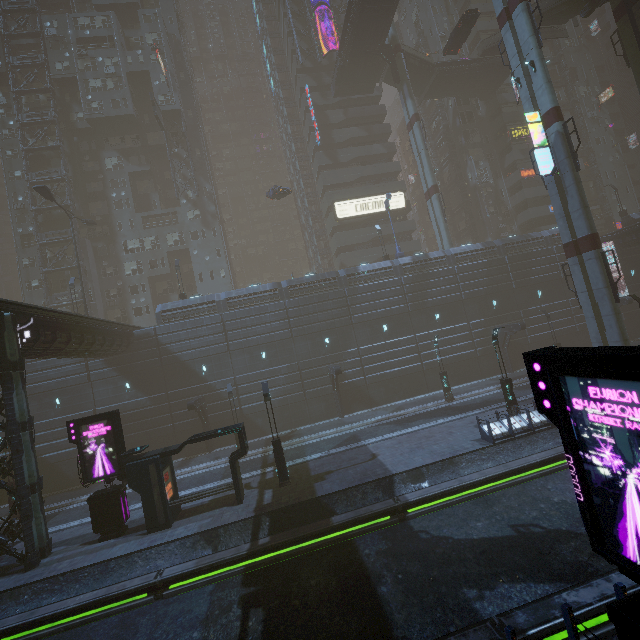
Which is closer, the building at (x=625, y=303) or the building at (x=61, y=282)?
the building at (x=625, y=303)

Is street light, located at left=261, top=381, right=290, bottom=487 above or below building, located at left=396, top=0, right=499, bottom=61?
below

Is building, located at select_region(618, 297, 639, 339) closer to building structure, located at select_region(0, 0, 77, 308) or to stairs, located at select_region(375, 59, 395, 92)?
building structure, located at select_region(0, 0, 77, 308)

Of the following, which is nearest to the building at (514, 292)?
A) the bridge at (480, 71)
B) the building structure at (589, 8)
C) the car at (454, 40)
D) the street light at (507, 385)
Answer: the bridge at (480, 71)

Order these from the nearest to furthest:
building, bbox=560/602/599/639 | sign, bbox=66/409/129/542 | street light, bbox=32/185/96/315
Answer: building, bbox=560/602/599/639 < sign, bbox=66/409/129/542 < street light, bbox=32/185/96/315

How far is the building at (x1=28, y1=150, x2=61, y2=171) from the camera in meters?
41.5 m

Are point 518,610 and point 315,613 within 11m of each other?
yes

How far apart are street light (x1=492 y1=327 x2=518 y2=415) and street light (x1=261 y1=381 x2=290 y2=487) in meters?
13.6
